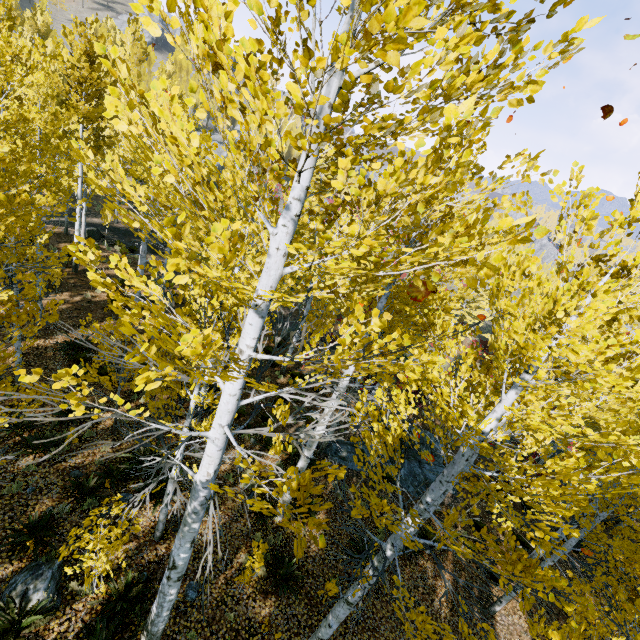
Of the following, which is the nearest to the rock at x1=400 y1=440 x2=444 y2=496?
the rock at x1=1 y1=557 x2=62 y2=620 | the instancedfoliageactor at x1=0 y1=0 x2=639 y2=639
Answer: the instancedfoliageactor at x1=0 y1=0 x2=639 y2=639

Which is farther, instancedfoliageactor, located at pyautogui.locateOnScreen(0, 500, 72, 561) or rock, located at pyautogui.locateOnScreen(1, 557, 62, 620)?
instancedfoliageactor, located at pyautogui.locateOnScreen(0, 500, 72, 561)

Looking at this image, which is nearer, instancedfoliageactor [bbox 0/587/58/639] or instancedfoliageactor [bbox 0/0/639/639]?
instancedfoliageactor [bbox 0/0/639/639]

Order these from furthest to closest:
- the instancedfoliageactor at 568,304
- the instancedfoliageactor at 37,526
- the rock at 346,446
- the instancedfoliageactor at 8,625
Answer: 1. the rock at 346,446
2. the instancedfoliageactor at 37,526
3. the instancedfoliageactor at 8,625
4. the instancedfoliageactor at 568,304

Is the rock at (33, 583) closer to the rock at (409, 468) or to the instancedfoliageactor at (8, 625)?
A: the instancedfoliageactor at (8, 625)

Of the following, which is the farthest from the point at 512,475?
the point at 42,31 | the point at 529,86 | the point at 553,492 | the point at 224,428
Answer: the point at 42,31

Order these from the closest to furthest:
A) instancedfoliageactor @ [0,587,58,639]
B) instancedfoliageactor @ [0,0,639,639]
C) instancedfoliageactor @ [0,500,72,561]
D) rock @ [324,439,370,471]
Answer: instancedfoliageactor @ [0,0,639,639] < instancedfoliageactor @ [0,587,58,639] < instancedfoliageactor @ [0,500,72,561] < rock @ [324,439,370,471]

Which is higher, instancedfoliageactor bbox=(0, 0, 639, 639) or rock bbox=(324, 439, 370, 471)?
instancedfoliageactor bbox=(0, 0, 639, 639)
